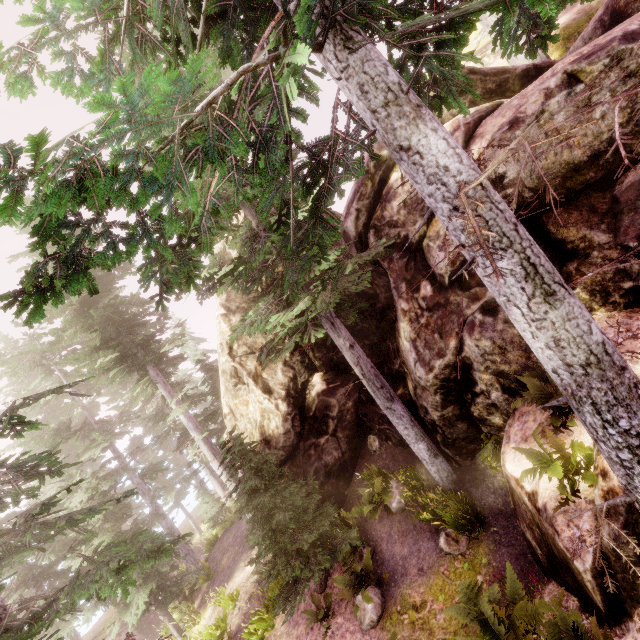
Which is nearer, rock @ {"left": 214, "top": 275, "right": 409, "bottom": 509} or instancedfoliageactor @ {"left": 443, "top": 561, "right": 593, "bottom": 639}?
instancedfoliageactor @ {"left": 443, "top": 561, "right": 593, "bottom": 639}

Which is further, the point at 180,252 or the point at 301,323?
the point at 301,323

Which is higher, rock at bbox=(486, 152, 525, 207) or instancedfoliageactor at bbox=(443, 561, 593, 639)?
rock at bbox=(486, 152, 525, 207)

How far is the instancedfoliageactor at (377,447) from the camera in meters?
12.0 m

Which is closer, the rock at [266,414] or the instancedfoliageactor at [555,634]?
the instancedfoliageactor at [555,634]

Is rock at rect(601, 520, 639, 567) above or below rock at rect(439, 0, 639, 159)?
below

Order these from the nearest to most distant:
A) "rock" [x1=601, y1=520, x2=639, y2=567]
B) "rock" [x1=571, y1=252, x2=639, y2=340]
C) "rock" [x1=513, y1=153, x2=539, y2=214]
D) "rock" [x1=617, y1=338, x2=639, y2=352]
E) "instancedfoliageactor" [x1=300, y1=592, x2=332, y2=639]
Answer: "rock" [x1=601, y1=520, x2=639, y2=567] < "rock" [x1=617, y1=338, x2=639, y2=352] < "rock" [x1=571, y1=252, x2=639, y2=340] < "rock" [x1=513, y1=153, x2=539, y2=214] < "instancedfoliageactor" [x1=300, y1=592, x2=332, y2=639]
